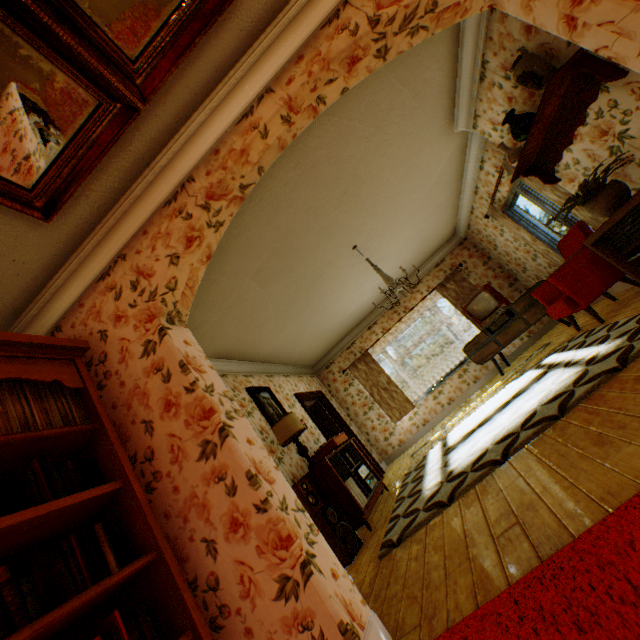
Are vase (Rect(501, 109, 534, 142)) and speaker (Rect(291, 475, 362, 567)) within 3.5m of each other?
no

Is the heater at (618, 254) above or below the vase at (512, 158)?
below

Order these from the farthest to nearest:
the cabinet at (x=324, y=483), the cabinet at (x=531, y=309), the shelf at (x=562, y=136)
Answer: the cabinet at (x=531, y=309) → the cabinet at (x=324, y=483) → the shelf at (x=562, y=136)

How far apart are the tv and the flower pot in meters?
3.5

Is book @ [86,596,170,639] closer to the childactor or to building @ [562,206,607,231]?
building @ [562,206,607,231]

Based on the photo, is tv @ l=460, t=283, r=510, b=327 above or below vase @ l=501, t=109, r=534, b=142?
below

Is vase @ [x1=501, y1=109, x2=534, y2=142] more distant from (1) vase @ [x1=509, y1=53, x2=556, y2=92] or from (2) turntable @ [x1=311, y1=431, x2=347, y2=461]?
(2) turntable @ [x1=311, y1=431, x2=347, y2=461]

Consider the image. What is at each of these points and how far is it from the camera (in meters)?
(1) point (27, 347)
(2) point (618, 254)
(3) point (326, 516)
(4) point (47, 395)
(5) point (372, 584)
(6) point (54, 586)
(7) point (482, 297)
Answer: (1) bookshelf, 1.94
(2) heater, 3.37
(3) speaker, 3.58
(4) vinyl record, 1.94
(5) building, 2.45
(6) book, 1.40
(7) tv, 6.79
